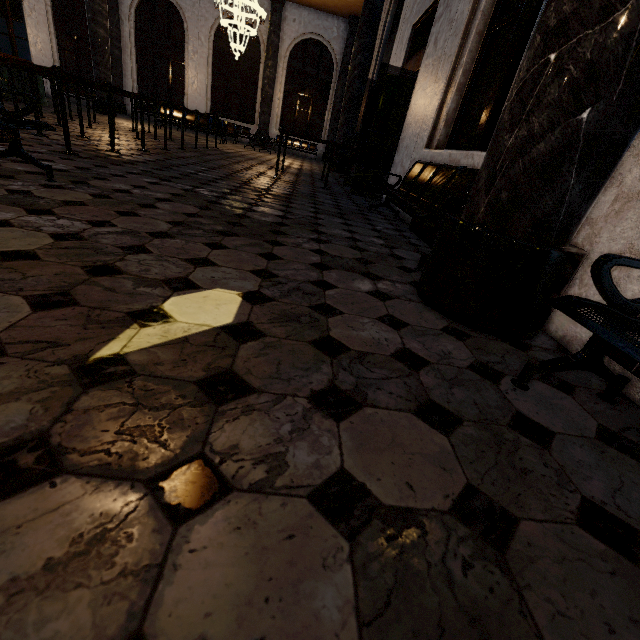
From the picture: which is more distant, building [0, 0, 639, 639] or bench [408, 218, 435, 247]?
bench [408, 218, 435, 247]

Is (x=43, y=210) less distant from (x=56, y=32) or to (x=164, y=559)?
(x=164, y=559)

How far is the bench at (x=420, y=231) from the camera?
3.6 meters

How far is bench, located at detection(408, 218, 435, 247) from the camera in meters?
3.6

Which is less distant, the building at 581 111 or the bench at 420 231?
the building at 581 111
